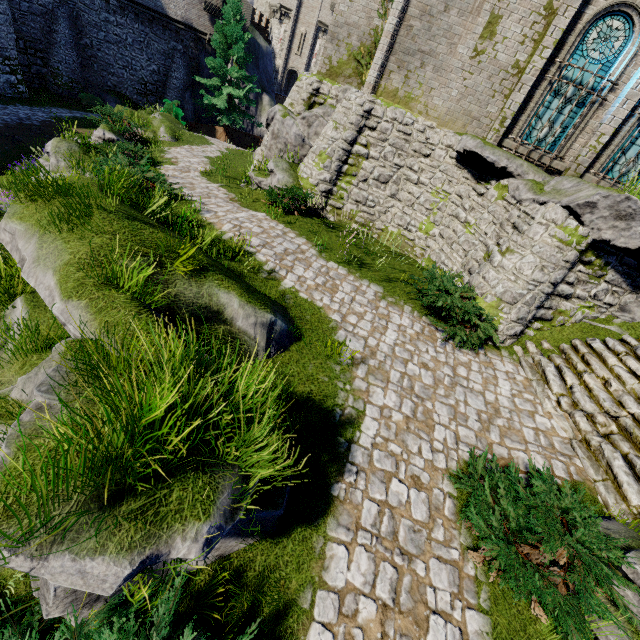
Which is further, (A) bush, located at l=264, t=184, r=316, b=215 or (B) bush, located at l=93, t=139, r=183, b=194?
(A) bush, located at l=264, t=184, r=316, b=215

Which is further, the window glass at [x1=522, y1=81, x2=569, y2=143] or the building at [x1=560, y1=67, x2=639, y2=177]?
the window glass at [x1=522, y1=81, x2=569, y2=143]

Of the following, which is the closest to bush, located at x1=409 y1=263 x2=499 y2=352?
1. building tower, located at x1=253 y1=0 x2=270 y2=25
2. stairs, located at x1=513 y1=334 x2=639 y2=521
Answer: stairs, located at x1=513 y1=334 x2=639 y2=521

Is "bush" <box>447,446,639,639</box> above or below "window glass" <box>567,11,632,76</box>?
below

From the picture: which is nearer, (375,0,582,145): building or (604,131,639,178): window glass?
(375,0,582,145): building

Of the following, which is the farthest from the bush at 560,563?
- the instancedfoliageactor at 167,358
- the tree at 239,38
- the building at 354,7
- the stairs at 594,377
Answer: the tree at 239,38

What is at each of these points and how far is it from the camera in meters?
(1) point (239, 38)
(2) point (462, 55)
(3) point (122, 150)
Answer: (1) tree, 23.8 m
(2) building, 10.8 m
(3) bush, 12.7 m

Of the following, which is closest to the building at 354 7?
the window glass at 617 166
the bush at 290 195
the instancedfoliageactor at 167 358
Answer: the window glass at 617 166
